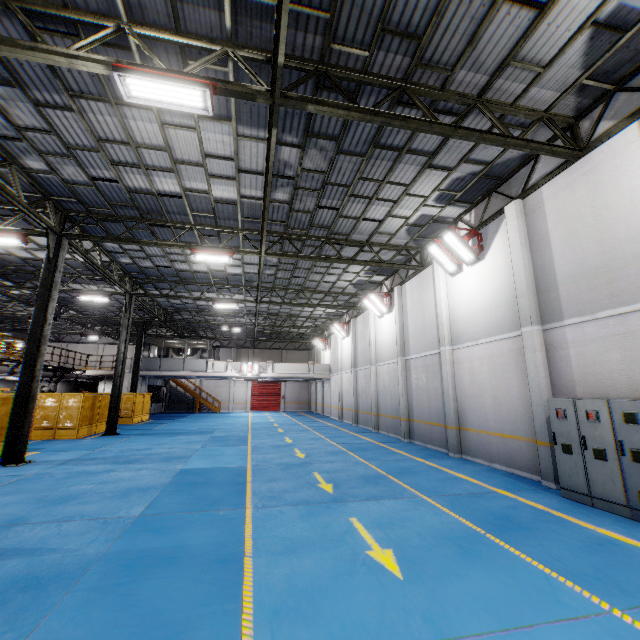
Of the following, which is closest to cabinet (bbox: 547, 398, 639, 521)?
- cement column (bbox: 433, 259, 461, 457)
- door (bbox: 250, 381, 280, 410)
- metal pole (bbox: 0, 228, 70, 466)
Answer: cement column (bbox: 433, 259, 461, 457)

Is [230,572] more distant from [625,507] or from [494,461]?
[494,461]

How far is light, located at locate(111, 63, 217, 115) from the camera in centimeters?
559cm

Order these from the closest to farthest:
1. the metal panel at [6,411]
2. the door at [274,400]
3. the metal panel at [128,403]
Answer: the metal panel at [6,411] → the metal panel at [128,403] → the door at [274,400]

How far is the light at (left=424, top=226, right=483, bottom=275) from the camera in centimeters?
1128cm

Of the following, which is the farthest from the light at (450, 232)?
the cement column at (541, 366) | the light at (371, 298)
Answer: the light at (371, 298)

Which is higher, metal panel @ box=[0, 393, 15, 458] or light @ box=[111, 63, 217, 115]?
light @ box=[111, 63, 217, 115]

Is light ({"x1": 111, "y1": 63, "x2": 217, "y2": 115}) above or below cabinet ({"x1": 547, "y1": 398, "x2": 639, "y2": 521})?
above
